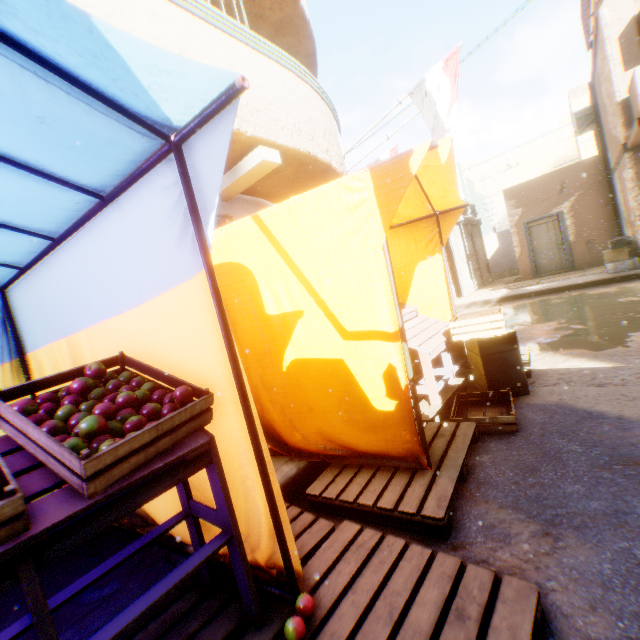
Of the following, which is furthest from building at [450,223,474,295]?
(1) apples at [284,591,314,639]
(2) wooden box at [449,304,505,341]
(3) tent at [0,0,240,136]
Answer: (1) apples at [284,591,314,639]

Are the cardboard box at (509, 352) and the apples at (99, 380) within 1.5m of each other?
no

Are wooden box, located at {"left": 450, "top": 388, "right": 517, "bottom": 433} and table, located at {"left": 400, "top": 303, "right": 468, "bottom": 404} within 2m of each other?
yes

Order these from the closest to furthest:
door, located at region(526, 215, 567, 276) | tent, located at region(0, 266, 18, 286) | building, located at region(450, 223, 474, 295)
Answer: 1. tent, located at region(0, 266, 18, 286)
2. door, located at region(526, 215, 567, 276)
3. building, located at region(450, 223, 474, 295)

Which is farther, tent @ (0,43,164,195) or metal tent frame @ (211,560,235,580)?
metal tent frame @ (211,560,235,580)

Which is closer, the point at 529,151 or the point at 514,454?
the point at 514,454

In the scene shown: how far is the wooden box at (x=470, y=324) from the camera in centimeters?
326cm

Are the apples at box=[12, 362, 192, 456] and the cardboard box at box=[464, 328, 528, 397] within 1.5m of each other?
no
